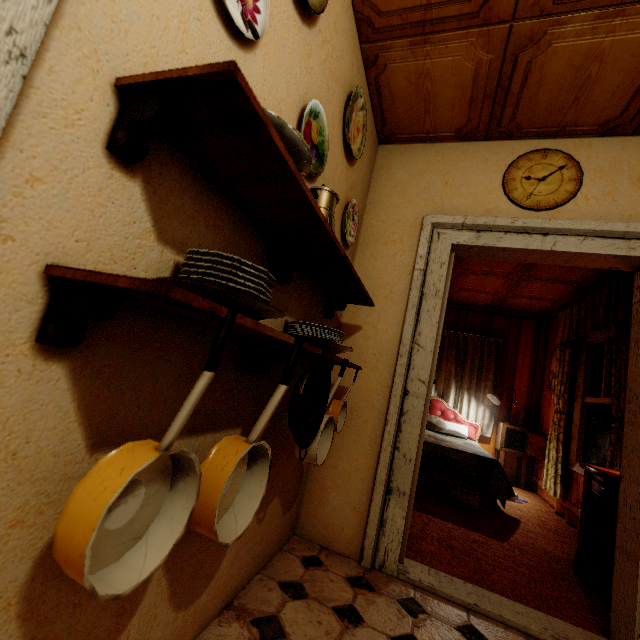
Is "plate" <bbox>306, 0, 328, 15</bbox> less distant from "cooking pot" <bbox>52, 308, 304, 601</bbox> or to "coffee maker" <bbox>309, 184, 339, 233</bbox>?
"coffee maker" <bbox>309, 184, 339, 233</bbox>

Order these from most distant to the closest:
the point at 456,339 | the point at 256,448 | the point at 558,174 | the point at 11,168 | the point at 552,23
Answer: the point at 456,339
the point at 558,174
the point at 552,23
the point at 256,448
the point at 11,168

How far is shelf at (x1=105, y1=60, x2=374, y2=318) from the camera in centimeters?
60cm

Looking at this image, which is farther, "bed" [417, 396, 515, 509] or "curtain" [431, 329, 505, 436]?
"curtain" [431, 329, 505, 436]

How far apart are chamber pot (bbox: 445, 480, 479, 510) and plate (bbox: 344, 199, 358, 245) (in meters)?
2.94

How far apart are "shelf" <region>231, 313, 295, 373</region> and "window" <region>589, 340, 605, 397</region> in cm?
318

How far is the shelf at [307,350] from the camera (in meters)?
1.04

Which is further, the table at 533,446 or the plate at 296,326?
the table at 533,446
